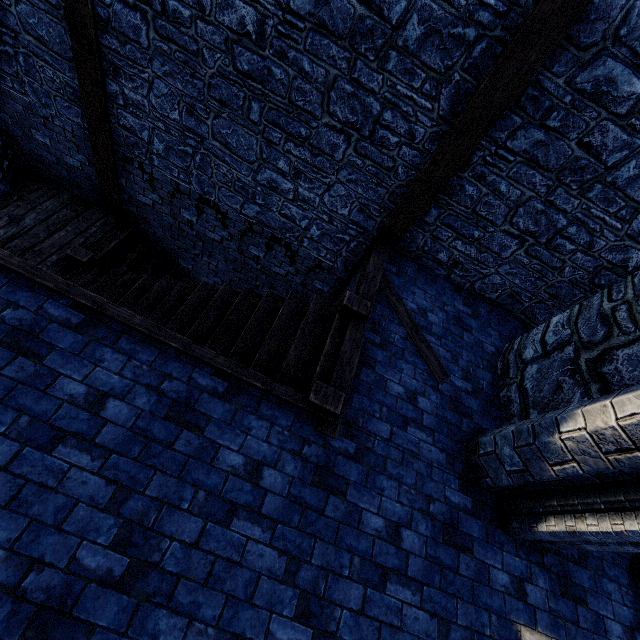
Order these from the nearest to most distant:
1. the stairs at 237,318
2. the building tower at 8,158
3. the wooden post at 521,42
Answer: the wooden post at 521,42, the stairs at 237,318, the building tower at 8,158

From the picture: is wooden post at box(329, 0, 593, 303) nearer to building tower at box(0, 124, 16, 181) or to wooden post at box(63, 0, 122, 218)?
wooden post at box(63, 0, 122, 218)

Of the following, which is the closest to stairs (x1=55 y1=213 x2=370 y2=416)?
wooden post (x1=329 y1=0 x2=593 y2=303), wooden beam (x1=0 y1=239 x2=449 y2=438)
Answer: wooden beam (x1=0 y1=239 x2=449 y2=438)

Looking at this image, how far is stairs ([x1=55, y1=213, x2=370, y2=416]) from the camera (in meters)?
3.90

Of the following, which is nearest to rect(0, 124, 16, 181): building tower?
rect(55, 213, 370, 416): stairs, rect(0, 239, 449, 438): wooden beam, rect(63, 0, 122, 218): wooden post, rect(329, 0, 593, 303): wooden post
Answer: rect(63, 0, 122, 218): wooden post

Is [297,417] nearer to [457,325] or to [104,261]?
[457,325]

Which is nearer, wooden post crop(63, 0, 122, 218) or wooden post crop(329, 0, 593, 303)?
wooden post crop(329, 0, 593, 303)

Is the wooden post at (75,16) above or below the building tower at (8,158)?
above
